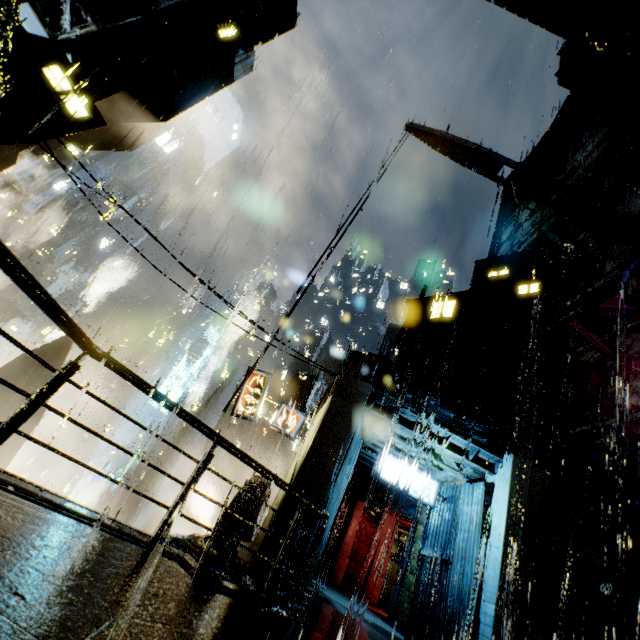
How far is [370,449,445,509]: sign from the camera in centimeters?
1284cm

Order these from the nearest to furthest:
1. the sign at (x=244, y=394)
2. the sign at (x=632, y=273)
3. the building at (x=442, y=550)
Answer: the building at (x=442, y=550)
the sign at (x=632, y=273)
the sign at (x=244, y=394)

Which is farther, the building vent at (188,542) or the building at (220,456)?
the building at (220,456)

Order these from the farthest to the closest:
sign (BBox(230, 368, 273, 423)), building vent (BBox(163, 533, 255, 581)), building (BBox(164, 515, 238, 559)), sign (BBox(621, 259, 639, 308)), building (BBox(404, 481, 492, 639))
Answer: sign (BBox(230, 368, 273, 423)) → sign (BBox(621, 259, 639, 308)) → building (BBox(404, 481, 492, 639)) → building (BBox(164, 515, 238, 559)) → building vent (BBox(163, 533, 255, 581))

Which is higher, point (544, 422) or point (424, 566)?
point (544, 422)

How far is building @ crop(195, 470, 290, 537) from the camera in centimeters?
928cm

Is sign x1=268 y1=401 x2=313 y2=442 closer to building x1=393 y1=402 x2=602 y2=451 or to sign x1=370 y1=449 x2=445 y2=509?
building x1=393 y1=402 x2=602 y2=451

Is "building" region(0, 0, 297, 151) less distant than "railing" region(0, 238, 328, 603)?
No
